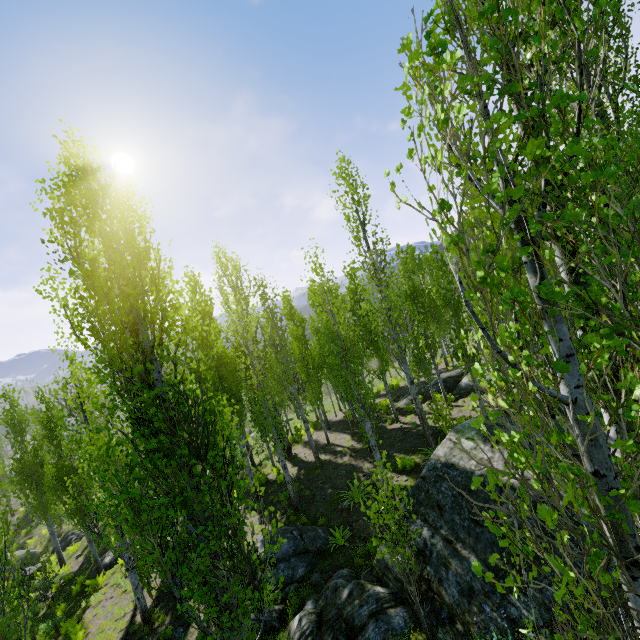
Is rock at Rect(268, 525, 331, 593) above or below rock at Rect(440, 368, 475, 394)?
below

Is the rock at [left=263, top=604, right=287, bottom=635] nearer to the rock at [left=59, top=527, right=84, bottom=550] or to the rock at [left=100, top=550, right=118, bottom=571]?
the rock at [left=100, top=550, right=118, bottom=571]

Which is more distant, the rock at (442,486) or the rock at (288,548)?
the rock at (288,548)

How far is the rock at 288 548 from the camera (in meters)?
9.76

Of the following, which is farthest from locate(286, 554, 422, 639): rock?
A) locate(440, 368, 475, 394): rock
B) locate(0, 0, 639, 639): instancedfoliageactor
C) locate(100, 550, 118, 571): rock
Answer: locate(100, 550, 118, 571): rock

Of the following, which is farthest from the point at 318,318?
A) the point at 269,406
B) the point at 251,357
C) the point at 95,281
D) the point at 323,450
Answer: the point at 323,450

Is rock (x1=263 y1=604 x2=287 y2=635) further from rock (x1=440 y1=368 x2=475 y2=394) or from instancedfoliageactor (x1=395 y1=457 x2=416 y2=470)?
rock (x1=440 y1=368 x2=475 y2=394)
